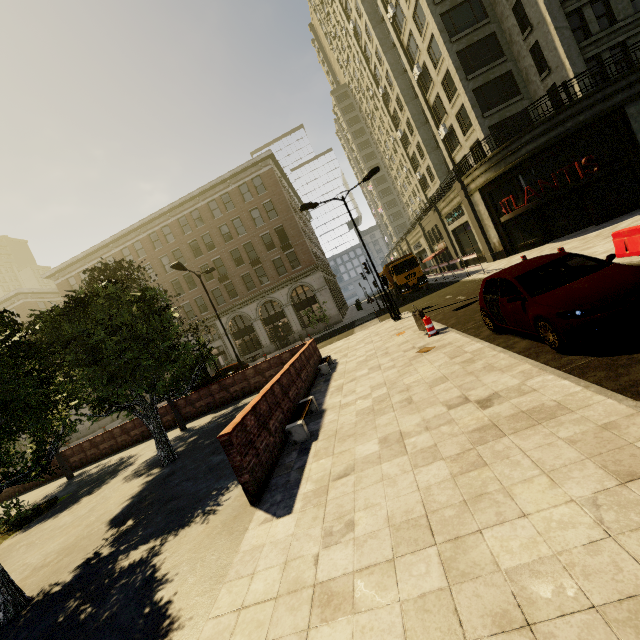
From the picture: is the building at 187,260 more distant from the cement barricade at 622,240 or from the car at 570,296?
the car at 570,296

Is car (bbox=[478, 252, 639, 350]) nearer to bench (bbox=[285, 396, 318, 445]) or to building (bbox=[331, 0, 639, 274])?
bench (bbox=[285, 396, 318, 445])

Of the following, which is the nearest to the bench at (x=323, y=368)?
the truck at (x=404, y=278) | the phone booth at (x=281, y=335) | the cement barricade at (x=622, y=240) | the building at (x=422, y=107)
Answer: the cement barricade at (x=622, y=240)

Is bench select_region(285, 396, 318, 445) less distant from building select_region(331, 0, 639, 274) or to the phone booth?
Result: building select_region(331, 0, 639, 274)

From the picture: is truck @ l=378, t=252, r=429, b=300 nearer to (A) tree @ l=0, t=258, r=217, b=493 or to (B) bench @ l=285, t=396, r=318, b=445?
(A) tree @ l=0, t=258, r=217, b=493

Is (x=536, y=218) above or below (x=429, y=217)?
below

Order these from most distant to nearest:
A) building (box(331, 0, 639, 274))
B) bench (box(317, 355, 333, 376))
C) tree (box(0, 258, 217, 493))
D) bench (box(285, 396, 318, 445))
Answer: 1. building (box(331, 0, 639, 274))
2. bench (box(317, 355, 333, 376))
3. bench (box(285, 396, 318, 445))
4. tree (box(0, 258, 217, 493))

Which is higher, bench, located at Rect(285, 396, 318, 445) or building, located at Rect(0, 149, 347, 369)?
building, located at Rect(0, 149, 347, 369)
